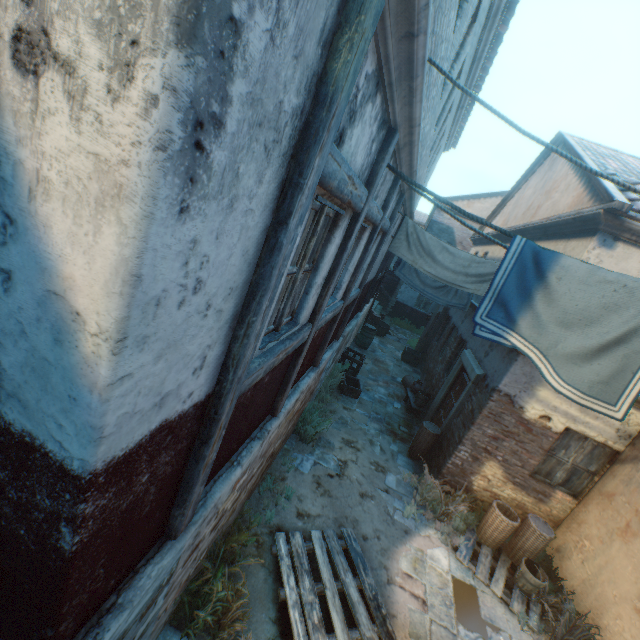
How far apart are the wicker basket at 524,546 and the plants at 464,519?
0.06m

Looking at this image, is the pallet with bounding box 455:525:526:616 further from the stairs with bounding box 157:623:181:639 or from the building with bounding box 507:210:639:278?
the stairs with bounding box 157:623:181:639

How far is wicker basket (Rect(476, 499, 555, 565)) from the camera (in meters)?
5.97

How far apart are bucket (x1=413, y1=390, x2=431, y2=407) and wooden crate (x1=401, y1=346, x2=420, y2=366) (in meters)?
4.55

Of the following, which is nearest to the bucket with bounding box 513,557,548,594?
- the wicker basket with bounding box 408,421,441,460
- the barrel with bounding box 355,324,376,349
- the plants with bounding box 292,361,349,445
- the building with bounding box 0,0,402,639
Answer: the building with bounding box 0,0,402,639

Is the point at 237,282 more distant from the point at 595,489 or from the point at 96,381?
the point at 595,489

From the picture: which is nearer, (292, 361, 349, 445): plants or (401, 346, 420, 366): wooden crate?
(292, 361, 349, 445): plants

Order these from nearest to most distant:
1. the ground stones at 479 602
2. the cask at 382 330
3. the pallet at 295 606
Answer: the pallet at 295 606 < the ground stones at 479 602 < the cask at 382 330
